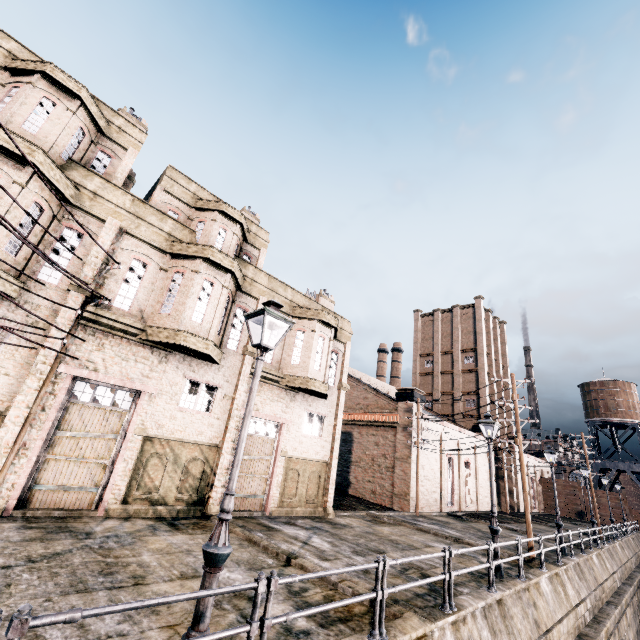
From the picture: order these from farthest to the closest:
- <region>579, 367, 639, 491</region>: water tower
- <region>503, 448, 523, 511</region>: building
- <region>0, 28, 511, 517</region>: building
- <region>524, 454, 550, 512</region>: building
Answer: <region>579, 367, 639, 491</region>: water tower
<region>524, 454, 550, 512</region>: building
<region>503, 448, 523, 511</region>: building
<region>0, 28, 511, 517</region>: building

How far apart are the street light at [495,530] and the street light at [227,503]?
11.34m

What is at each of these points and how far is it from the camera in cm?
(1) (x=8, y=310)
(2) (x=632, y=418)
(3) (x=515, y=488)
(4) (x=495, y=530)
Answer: (1) building, 1084
(2) water tower, 5259
(3) building, 4434
(4) street light, 1229

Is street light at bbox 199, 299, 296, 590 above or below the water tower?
below

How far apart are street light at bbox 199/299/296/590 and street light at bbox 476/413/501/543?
11.34m

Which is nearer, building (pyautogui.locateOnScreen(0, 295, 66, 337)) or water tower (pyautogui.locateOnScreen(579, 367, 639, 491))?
building (pyautogui.locateOnScreen(0, 295, 66, 337))

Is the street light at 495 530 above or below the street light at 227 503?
above

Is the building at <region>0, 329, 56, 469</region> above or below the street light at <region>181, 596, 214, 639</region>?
above
